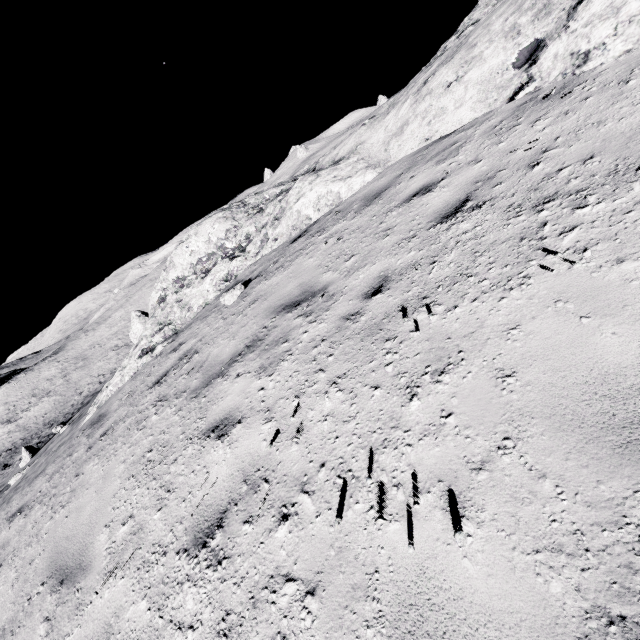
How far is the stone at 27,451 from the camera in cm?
2622

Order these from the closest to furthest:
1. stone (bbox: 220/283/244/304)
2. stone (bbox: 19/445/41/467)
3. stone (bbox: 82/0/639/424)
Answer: stone (bbox: 82/0/639/424) < stone (bbox: 220/283/244/304) < stone (bbox: 19/445/41/467)

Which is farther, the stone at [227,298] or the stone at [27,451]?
the stone at [27,451]

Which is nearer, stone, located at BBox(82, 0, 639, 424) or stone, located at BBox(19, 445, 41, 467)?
stone, located at BBox(82, 0, 639, 424)

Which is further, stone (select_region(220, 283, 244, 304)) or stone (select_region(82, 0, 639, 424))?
stone (select_region(220, 283, 244, 304))

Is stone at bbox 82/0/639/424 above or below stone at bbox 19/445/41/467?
above

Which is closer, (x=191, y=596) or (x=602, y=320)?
(x=602, y=320)

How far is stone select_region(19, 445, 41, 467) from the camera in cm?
2622
